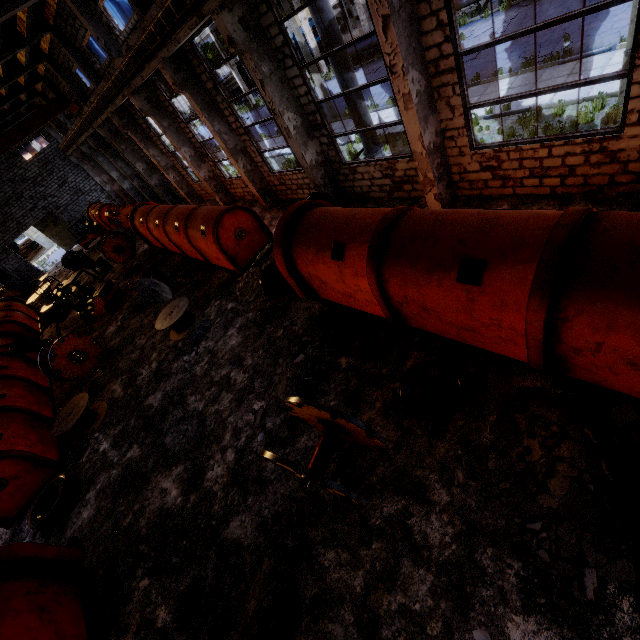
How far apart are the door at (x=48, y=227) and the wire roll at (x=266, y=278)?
36.3m

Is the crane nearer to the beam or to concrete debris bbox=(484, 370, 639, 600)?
the beam

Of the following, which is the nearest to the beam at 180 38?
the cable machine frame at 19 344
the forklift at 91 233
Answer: the forklift at 91 233

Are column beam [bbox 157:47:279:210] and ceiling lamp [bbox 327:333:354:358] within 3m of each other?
no

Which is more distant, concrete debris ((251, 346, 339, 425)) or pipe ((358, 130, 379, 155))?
pipe ((358, 130, 379, 155))

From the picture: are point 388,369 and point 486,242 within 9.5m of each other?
yes

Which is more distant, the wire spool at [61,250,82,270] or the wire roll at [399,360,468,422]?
the wire spool at [61,250,82,270]

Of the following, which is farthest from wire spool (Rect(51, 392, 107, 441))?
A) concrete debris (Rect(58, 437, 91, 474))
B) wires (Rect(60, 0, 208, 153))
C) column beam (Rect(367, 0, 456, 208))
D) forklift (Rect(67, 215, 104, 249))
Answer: forklift (Rect(67, 215, 104, 249))
